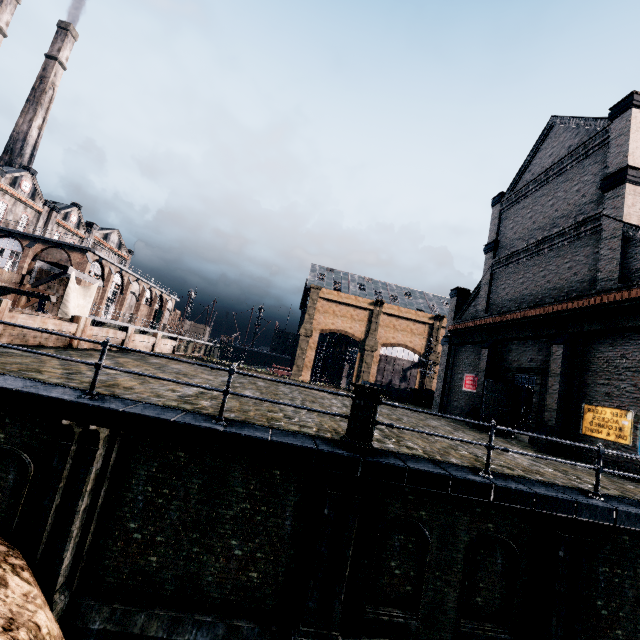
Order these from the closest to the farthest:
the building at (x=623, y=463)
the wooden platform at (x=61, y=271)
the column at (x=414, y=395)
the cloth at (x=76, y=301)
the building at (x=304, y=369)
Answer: the building at (x=623, y=463)
the wooden platform at (x=61, y=271)
the cloth at (x=76, y=301)
the column at (x=414, y=395)
the building at (x=304, y=369)

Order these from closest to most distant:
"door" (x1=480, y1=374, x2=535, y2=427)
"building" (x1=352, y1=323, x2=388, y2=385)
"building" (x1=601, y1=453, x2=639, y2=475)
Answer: "building" (x1=601, y1=453, x2=639, y2=475) → "door" (x1=480, y1=374, x2=535, y2=427) → "building" (x1=352, y1=323, x2=388, y2=385)

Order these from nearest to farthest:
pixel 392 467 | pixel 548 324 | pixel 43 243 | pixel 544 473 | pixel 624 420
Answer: pixel 392 467 → pixel 544 473 → pixel 624 420 → pixel 548 324 → pixel 43 243

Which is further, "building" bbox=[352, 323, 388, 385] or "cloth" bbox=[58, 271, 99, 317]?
"building" bbox=[352, 323, 388, 385]

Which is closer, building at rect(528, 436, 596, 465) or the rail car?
building at rect(528, 436, 596, 465)

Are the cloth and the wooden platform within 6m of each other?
yes

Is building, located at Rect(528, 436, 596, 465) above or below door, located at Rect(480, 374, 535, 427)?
below

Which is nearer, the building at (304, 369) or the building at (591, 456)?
the building at (591, 456)
